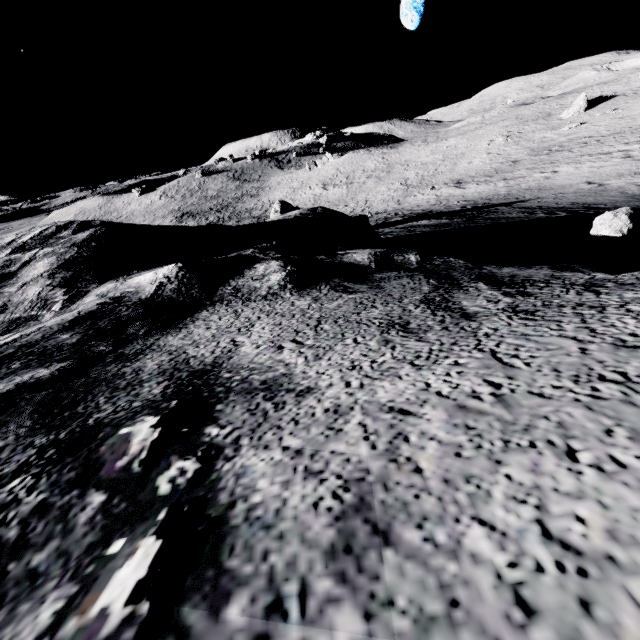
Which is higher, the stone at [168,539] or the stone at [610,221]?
the stone at [168,539]

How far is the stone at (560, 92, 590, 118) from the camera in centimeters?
4294cm

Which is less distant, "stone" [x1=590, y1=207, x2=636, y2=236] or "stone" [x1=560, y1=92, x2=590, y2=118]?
"stone" [x1=590, y1=207, x2=636, y2=236]

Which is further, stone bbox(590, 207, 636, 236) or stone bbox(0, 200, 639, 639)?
stone bbox(590, 207, 636, 236)

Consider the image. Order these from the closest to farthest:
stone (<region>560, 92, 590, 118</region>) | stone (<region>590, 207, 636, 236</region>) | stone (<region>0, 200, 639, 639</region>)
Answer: stone (<region>0, 200, 639, 639</region>)
stone (<region>590, 207, 636, 236</region>)
stone (<region>560, 92, 590, 118</region>)

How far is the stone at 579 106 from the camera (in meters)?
42.94

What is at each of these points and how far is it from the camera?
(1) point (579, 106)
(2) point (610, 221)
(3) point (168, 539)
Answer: (1) stone, 43.25m
(2) stone, 6.18m
(3) stone, 0.84m
